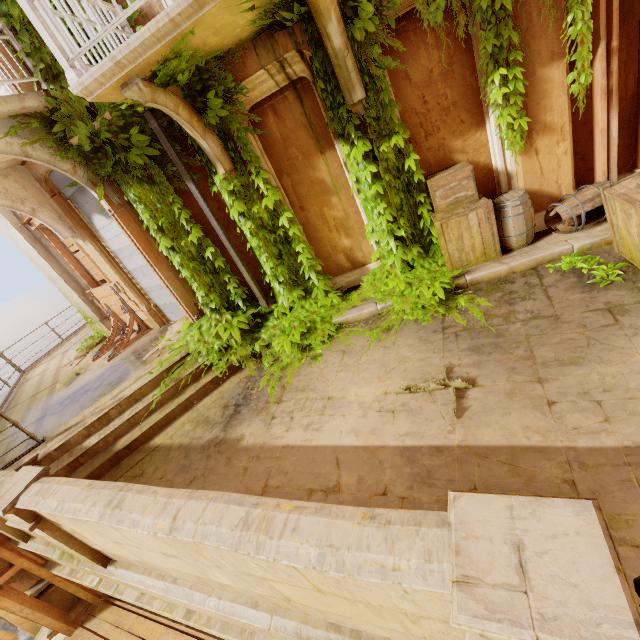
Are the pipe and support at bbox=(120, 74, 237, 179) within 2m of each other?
yes

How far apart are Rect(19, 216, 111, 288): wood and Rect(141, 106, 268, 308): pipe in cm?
433

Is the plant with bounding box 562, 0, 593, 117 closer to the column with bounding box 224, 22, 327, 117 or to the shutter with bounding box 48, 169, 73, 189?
the column with bounding box 224, 22, 327, 117

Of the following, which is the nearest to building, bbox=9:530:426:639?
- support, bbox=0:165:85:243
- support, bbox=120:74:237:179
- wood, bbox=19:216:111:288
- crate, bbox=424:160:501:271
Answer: crate, bbox=424:160:501:271

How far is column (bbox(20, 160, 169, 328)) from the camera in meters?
7.0 m

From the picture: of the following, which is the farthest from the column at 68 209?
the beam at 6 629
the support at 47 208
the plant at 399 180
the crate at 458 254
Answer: the beam at 6 629

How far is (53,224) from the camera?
7.4 meters

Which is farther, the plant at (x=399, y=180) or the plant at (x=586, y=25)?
the plant at (x=399, y=180)
